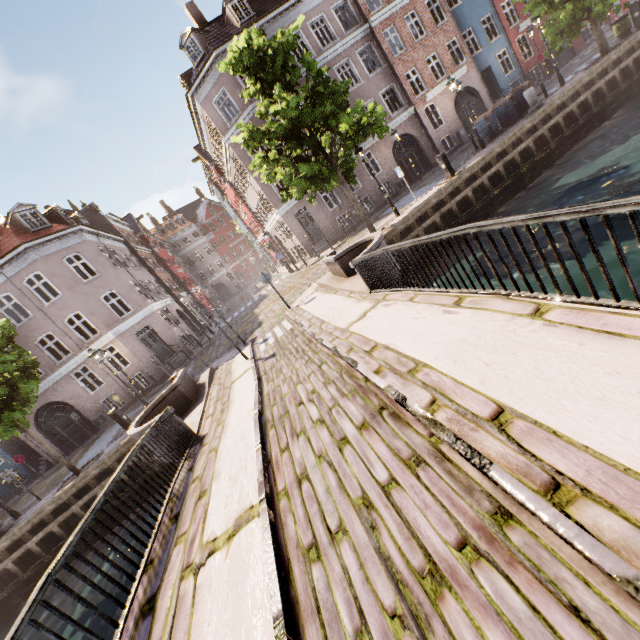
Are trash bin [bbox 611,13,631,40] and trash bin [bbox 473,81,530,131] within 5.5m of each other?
no

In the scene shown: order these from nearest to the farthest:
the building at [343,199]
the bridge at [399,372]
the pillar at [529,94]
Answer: the bridge at [399,372], the pillar at [529,94], the building at [343,199]

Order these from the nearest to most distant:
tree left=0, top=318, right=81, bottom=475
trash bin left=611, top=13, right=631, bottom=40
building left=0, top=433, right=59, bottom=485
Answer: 1. tree left=0, top=318, right=81, bottom=475
2. trash bin left=611, top=13, right=631, bottom=40
3. building left=0, top=433, right=59, bottom=485

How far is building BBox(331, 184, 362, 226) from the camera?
23.16m

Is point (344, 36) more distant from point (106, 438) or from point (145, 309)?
point (106, 438)

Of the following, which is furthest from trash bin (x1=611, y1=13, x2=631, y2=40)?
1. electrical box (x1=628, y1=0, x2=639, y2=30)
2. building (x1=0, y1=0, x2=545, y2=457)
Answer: building (x1=0, y1=0, x2=545, y2=457)

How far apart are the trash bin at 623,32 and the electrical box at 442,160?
13.5 meters

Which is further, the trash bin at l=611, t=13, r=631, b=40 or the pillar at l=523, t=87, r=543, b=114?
the trash bin at l=611, t=13, r=631, b=40
